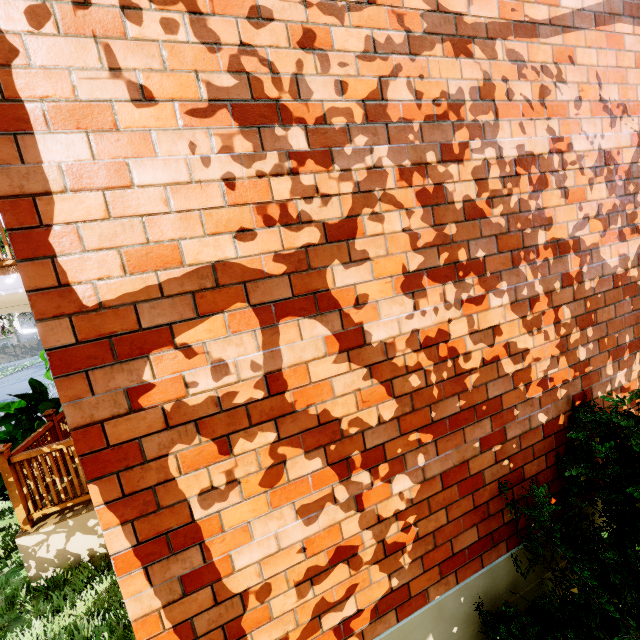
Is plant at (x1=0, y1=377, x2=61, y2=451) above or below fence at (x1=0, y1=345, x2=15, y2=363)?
above

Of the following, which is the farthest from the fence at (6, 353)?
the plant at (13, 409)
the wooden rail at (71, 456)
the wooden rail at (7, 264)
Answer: the wooden rail at (71, 456)

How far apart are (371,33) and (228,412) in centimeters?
223cm

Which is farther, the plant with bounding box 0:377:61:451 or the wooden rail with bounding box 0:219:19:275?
the plant with bounding box 0:377:61:451

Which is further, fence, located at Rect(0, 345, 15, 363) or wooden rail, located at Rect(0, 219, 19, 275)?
fence, located at Rect(0, 345, 15, 363)

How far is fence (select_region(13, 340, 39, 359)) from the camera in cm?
4388

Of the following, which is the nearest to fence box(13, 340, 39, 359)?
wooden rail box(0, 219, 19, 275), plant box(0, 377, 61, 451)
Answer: wooden rail box(0, 219, 19, 275)

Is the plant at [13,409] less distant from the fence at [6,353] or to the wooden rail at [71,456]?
the wooden rail at [71,456]
